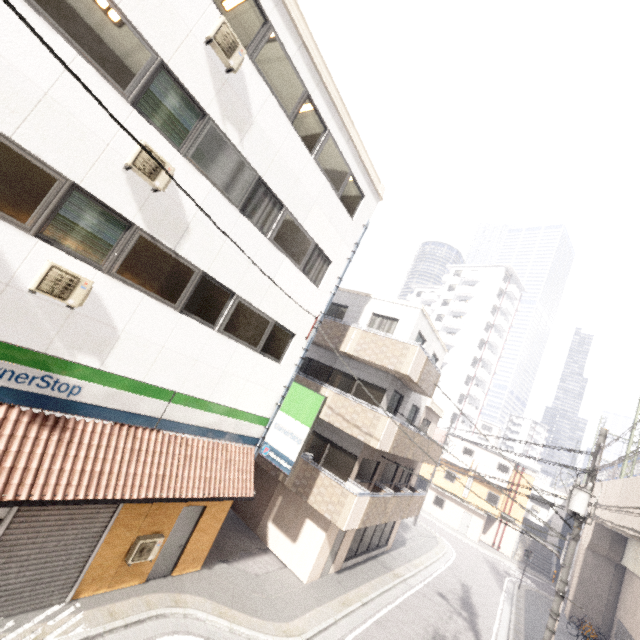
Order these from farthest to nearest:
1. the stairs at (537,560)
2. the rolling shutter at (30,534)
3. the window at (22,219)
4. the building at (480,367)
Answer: the building at (480,367), the stairs at (537,560), the rolling shutter at (30,534), the window at (22,219)

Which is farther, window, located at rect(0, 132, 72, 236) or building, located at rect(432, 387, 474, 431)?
building, located at rect(432, 387, 474, 431)

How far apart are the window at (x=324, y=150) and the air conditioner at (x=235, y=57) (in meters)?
3.02

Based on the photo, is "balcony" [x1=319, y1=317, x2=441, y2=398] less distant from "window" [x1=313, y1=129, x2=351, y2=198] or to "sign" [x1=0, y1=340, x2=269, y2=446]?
"sign" [x1=0, y1=340, x2=269, y2=446]

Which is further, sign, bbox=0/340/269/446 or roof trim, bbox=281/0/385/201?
roof trim, bbox=281/0/385/201

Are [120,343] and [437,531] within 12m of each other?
no

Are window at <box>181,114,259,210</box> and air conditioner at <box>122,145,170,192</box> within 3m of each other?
yes

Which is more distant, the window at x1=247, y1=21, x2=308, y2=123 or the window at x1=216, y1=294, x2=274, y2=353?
the window at x1=216, y1=294, x2=274, y2=353
